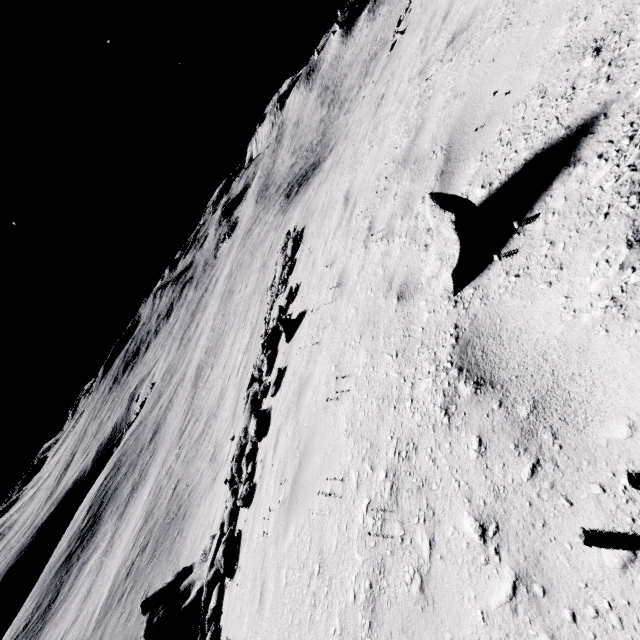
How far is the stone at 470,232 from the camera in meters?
2.2 m

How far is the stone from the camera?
2.18m

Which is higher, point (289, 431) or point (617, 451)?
point (617, 451)
